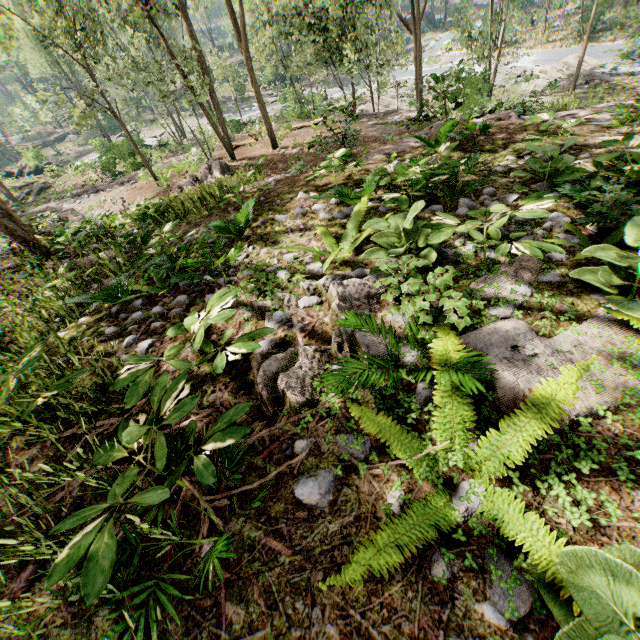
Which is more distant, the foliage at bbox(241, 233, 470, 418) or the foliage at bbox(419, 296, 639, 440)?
the foliage at bbox(241, 233, 470, 418)

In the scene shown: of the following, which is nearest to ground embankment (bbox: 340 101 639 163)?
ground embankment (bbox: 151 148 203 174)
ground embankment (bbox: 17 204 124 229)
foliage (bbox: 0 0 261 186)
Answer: foliage (bbox: 0 0 261 186)

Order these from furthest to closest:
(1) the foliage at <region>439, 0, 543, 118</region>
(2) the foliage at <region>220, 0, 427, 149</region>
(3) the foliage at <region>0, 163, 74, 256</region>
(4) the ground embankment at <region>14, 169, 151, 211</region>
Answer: (1) the foliage at <region>439, 0, 543, 118</region>
(4) the ground embankment at <region>14, 169, 151, 211</region>
(2) the foliage at <region>220, 0, 427, 149</region>
(3) the foliage at <region>0, 163, 74, 256</region>

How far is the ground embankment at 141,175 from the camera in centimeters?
2048cm

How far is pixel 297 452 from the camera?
2.6m

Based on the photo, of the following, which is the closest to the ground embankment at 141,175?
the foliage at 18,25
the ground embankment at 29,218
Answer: the foliage at 18,25
